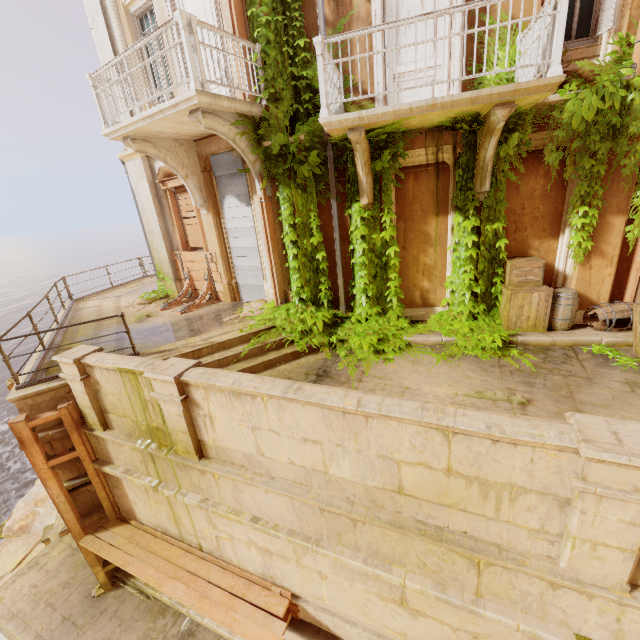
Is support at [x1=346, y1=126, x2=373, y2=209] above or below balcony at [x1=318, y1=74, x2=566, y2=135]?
below

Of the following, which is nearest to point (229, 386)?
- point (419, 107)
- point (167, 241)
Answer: point (419, 107)

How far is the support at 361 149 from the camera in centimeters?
558cm

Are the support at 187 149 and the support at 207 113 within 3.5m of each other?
yes

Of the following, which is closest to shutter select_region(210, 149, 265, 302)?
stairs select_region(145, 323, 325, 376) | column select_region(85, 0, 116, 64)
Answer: column select_region(85, 0, 116, 64)

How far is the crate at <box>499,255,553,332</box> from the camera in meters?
6.7

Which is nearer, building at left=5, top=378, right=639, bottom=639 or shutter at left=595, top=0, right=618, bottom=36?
building at left=5, top=378, right=639, bottom=639

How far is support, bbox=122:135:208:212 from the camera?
7.6 meters
